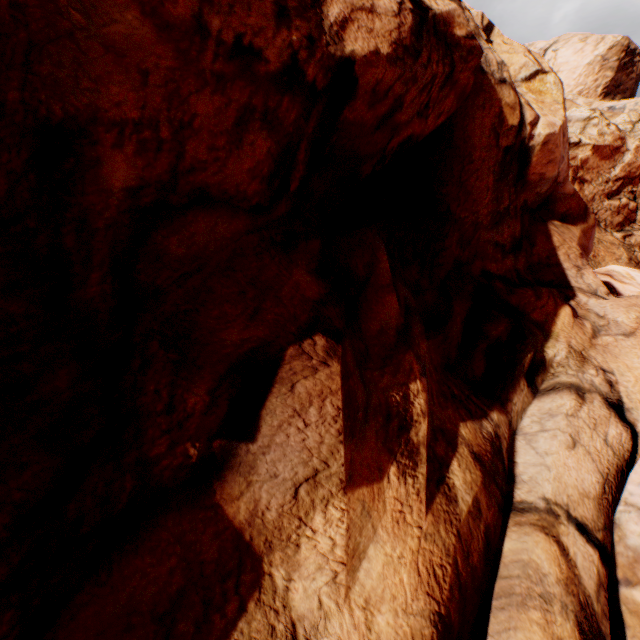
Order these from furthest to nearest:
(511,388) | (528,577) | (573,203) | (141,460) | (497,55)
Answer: (573,203) → (497,55) → (511,388) → (528,577) → (141,460)
